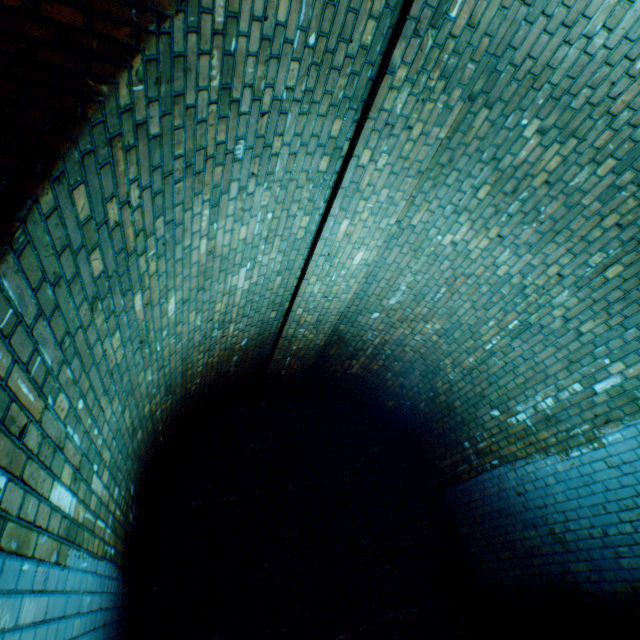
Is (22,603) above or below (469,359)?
below
